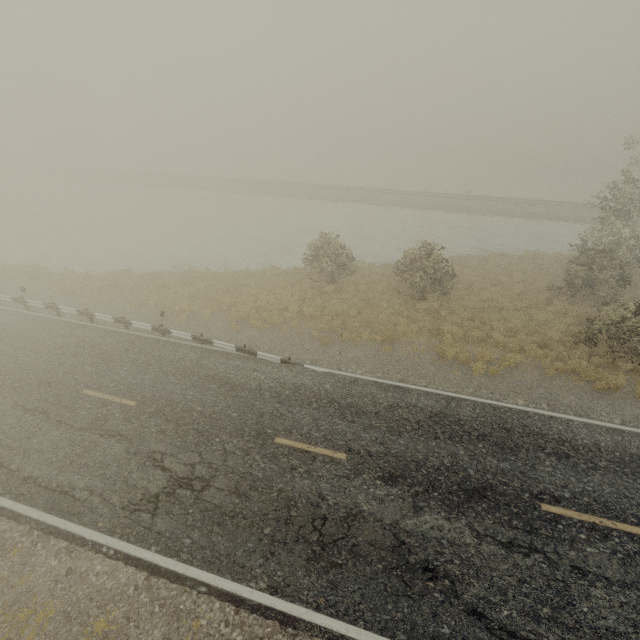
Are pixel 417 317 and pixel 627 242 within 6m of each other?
no
